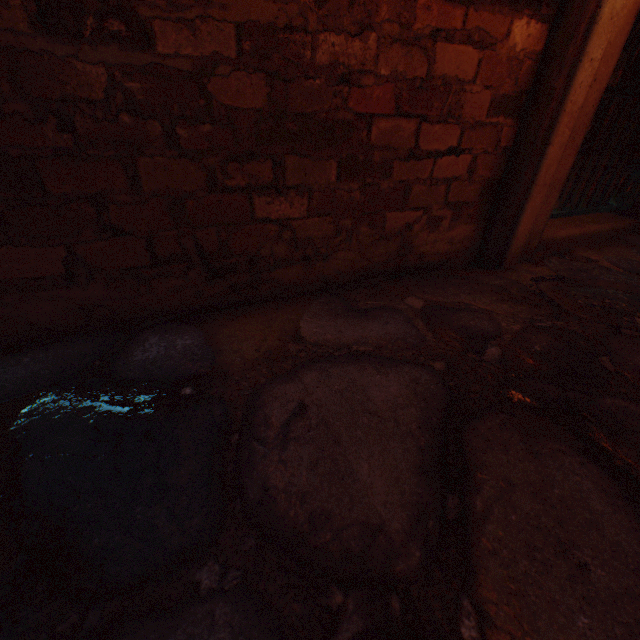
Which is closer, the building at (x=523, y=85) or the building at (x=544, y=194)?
the building at (x=523, y=85)

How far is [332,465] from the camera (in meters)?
0.80

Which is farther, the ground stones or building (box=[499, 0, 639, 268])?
building (box=[499, 0, 639, 268])

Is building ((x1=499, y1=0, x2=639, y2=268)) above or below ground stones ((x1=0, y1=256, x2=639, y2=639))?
above

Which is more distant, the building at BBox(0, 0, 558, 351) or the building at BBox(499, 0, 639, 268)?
the building at BBox(499, 0, 639, 268)

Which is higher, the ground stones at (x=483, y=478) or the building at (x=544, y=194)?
the building at (x=544, y=194)
